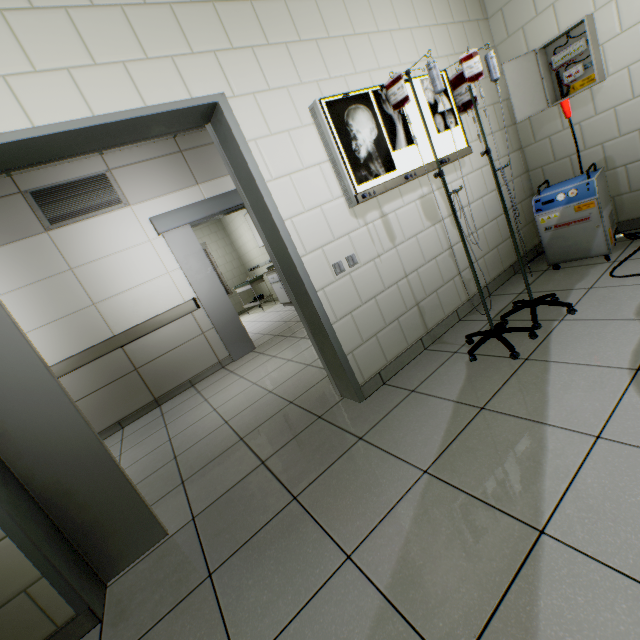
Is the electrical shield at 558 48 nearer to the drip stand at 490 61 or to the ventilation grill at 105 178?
the drip stand at 490 61

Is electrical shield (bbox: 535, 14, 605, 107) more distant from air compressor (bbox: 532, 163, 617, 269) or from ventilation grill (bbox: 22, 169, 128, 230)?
ventilation grill (bbox: 22, 169, 128, 230)

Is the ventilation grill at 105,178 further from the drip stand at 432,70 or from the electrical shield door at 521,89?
the electrical shield door at 521,89

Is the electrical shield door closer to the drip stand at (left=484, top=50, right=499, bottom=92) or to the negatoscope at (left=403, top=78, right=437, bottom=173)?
the negatoscope at (left=403, top=78, right=437, bottom=173)

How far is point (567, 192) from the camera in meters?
2.6

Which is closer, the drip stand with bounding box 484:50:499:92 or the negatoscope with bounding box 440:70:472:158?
the drip stand with bounding box 484:50:499:92
